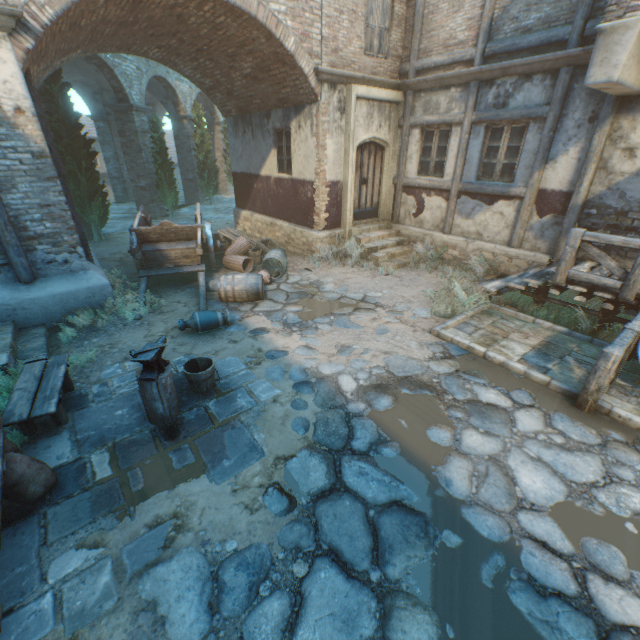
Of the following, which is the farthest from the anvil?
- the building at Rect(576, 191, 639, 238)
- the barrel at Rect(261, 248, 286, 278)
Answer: the building at Rect(576, 191, 639, 238)

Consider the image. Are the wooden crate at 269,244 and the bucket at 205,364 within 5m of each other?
no

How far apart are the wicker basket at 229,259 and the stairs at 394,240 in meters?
3.1

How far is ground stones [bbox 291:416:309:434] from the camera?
4.1 meters

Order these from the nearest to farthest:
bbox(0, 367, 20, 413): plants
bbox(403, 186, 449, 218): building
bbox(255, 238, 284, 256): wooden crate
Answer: bbox(0, 367, 20, 413): plants < bbox(403, 186, 449, 218): building < bbox(255, 238, 284, 256): wooden crate

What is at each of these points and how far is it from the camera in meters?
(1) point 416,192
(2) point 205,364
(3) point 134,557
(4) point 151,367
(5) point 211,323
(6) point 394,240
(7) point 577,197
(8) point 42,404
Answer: (1) building, 10.2
(2) bucket, 4.9
(3) ground pavers, 2.8
(4) anvil, 3.9
(5) ceramic pot, 6.2
(6) stairs, 10.6
(7) wood post, 7.0
(8) table, 3.8

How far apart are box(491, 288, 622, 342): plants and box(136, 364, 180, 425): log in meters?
7.0

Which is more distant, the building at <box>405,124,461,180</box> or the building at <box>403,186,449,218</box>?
the building at <box>403,186,449,218</box>
